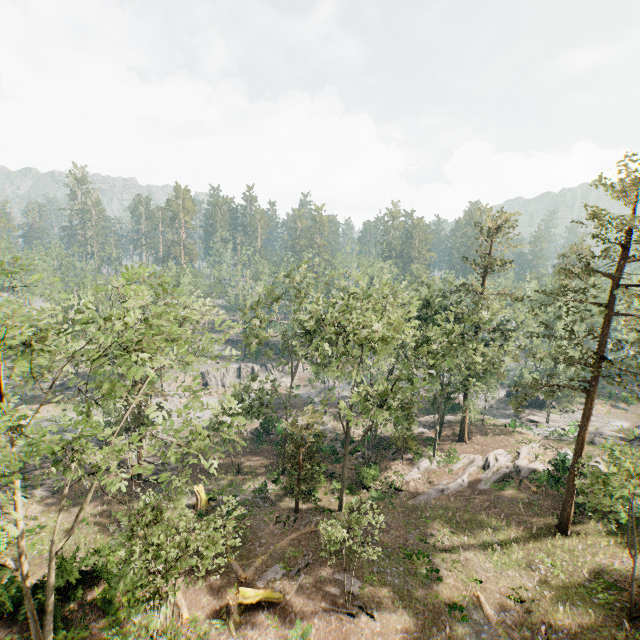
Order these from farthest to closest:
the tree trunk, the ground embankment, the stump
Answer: the ground embankment → the stump → the tree trunk

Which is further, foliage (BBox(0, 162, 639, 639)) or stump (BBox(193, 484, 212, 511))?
stump (BBox(193, 484, 212, 511))

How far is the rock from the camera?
56.8m

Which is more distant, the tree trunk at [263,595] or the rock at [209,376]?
the rock at [209,376]

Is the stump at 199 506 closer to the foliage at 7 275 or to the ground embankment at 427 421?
the foliage at 7 275

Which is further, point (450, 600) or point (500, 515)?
point (500, 515)

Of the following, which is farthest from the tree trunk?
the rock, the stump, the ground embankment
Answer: the rock

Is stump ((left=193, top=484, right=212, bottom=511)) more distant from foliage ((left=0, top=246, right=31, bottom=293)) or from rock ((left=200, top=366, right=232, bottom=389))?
rock ((left=200, top=366, right=232, bottom=389))
